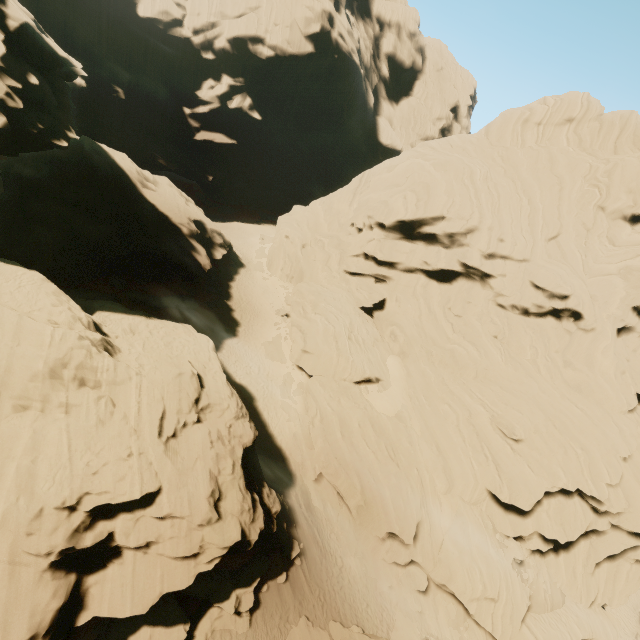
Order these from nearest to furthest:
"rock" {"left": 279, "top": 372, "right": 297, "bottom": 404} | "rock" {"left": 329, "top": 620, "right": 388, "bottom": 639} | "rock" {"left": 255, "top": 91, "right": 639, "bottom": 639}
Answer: "rock" {"left": 329, "top": 620, "right": 388, "bottom": 639}, "rock" {"left": 255, "top": 91, "right": 639, "bottom": 639}, "rock" {"left": 279, "top": 372, "right": 297, "bottom": 404}

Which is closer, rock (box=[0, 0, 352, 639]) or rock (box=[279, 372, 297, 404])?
rock (box=[0, 0, 352, 639])

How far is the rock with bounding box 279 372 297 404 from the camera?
29.1m

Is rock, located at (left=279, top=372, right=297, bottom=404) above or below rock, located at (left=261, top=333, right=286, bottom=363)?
below

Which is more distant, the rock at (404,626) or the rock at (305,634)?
the rock at (404,626)

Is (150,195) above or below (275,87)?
below

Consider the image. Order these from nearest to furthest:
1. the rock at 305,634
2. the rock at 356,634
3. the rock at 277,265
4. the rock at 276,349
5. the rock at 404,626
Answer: the rock at 356,634 → the rock at 305,634 → the rock at 404,626 → the rock at 277,265 → the rock at 276,349
